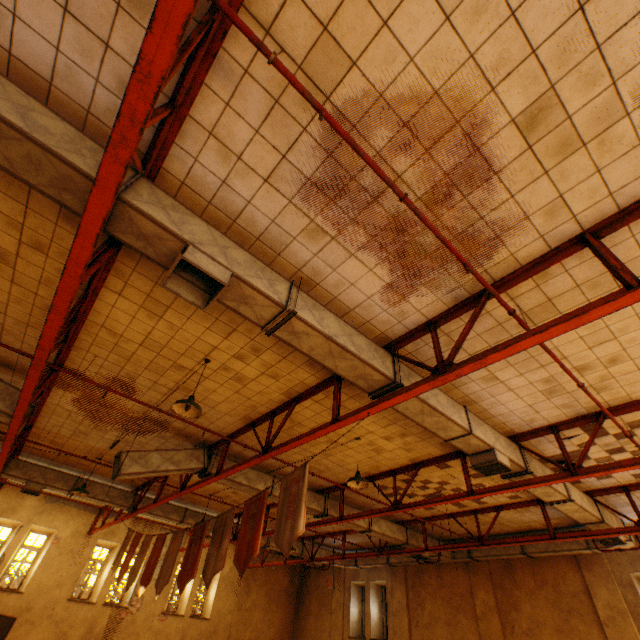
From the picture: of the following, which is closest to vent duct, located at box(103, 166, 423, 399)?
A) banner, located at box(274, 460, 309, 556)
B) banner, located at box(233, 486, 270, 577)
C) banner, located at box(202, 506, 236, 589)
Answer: banner, located at box(274, 460, 309, 556)

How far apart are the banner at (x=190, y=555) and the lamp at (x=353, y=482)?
3.0m

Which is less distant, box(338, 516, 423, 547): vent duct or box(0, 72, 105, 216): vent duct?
box(0, 72, 105, 216): vent duct

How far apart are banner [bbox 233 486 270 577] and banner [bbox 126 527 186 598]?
3.5m

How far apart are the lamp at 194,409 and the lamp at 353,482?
3.5m

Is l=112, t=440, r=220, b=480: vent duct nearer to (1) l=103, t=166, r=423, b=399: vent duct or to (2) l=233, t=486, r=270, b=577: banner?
(1) l=103, t=166, r=423, b=399: vent duct

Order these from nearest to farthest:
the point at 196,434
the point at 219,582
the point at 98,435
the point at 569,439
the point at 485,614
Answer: the point at 569,439
the point at 196,434
the point at 98,435
the point at 485,614
the point at 219,582

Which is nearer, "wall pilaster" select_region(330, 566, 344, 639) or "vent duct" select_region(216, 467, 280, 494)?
"vent duct" select_region(216, 467, 280, 494)
